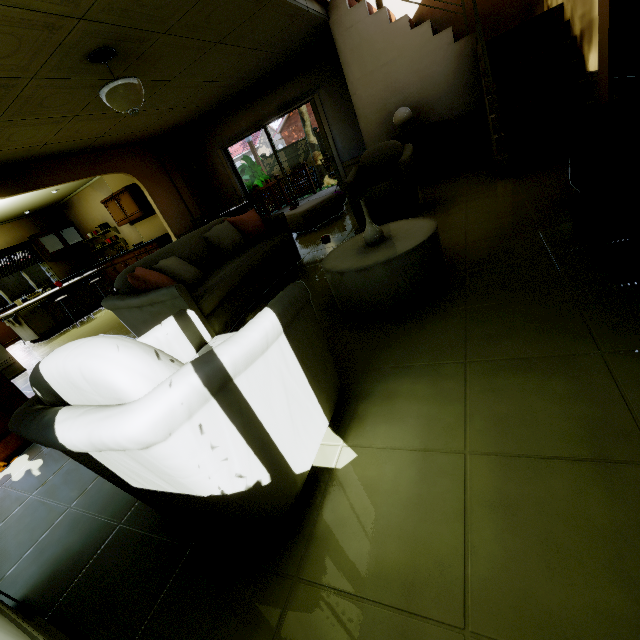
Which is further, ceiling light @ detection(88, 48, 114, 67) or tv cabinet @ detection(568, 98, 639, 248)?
ceiling light @ detection(88, 48, 114, 67)

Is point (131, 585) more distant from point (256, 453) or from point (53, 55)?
point (53, 55)

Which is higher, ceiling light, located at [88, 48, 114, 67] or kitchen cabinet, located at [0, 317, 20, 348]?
ceiling light, located at [88, 48, 114, 67]

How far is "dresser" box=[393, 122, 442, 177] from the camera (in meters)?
5.06

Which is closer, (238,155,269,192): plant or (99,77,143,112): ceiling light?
(99,77,143,112): ceiling light

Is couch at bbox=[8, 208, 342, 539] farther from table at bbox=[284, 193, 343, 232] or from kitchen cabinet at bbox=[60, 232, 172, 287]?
kitchen cabinet at bbox=[60, 232, 172, 287]

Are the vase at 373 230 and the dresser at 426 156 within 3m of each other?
no

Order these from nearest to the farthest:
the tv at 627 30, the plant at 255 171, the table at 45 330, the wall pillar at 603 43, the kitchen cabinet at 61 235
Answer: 1. the tv at 627 30
2. the wall pillar at 603 43
3. the table at 45 330
4. the kitchen cabinet at 61 235
5. the plant at 255 171
